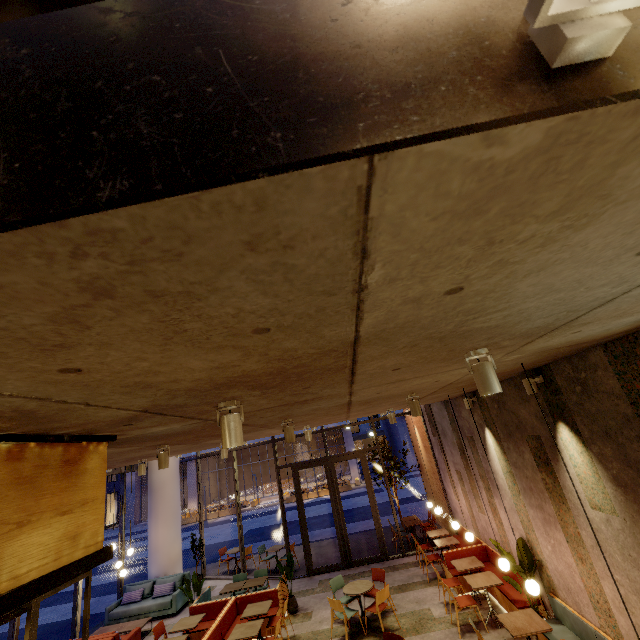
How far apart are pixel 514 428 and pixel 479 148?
6.86m

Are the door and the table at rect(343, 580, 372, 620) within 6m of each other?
yes

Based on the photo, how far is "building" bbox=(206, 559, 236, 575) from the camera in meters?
13.1

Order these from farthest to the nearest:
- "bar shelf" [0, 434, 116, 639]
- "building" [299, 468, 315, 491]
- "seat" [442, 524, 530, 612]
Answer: "building" [299, 468, 315, 491] < "seat" [442, 524, 530, 612] < "bar shelf" [0, 434, 116, 639]

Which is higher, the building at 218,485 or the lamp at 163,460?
the lamp at 163,460

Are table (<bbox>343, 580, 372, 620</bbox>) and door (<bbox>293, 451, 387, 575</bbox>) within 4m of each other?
yes

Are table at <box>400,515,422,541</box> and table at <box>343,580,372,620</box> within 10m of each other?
yes

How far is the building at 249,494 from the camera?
36.25m
